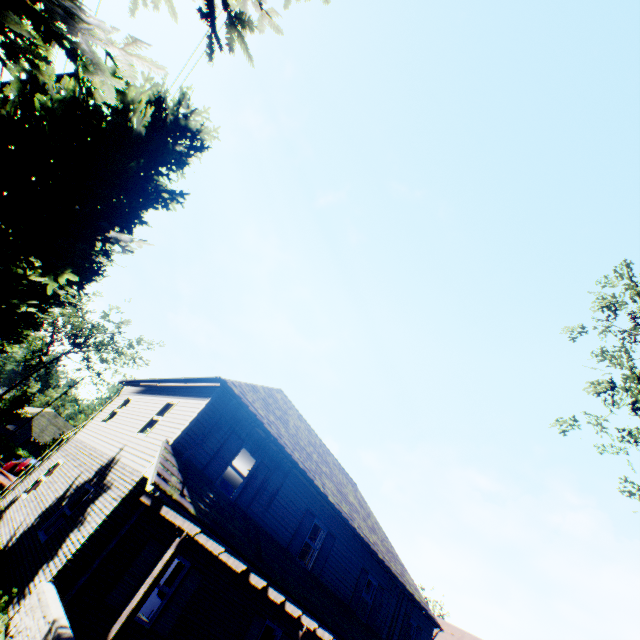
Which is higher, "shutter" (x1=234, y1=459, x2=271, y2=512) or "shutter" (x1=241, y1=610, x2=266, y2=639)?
"shutter" (x1=234, y1=459, x2=271, y2=512)

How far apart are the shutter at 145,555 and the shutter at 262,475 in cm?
220

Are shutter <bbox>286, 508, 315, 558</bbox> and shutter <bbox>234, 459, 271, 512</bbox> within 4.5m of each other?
yes

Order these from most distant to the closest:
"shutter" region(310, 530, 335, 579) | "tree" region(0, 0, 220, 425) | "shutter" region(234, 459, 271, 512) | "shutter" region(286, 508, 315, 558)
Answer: "shutter" region(310, 530, 335, 579), "shutter" region(286, 508, 315, 558), "shutter" region(234, 459, 271, 512), "tree" region(0, 0, 220, 425)

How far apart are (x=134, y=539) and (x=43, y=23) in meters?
10.9

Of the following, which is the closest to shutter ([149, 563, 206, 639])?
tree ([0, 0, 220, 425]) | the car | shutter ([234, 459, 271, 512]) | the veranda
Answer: the veranda

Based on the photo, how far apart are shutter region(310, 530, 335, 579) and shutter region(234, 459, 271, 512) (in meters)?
4.24

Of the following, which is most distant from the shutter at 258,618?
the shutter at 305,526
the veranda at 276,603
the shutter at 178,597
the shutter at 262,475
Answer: the shutter at 262,475
